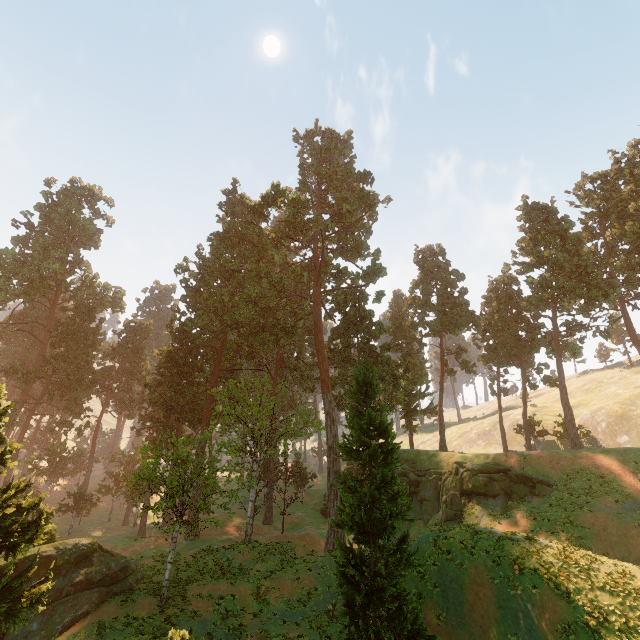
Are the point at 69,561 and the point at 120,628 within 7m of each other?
yes

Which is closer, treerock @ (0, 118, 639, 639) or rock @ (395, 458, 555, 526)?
treerock @ (0, 118, 639, 639)

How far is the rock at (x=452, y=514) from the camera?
28.09m

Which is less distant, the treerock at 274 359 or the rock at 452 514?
the treerock at 274 359

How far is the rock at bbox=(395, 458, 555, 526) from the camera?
28.1 meters
